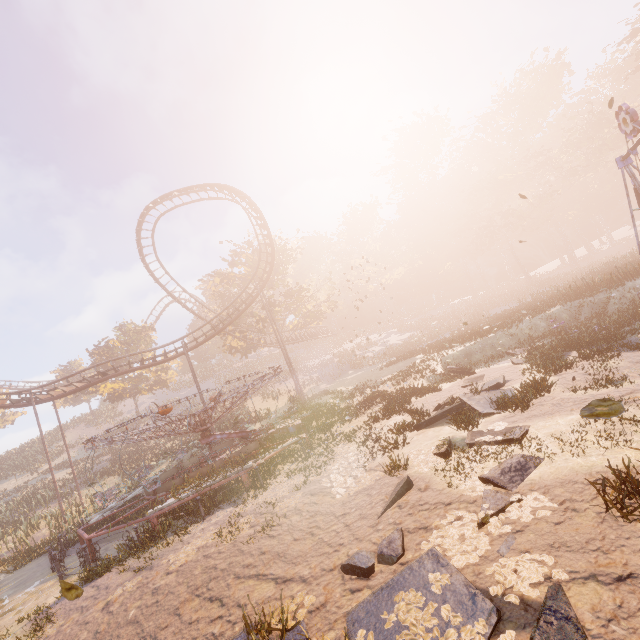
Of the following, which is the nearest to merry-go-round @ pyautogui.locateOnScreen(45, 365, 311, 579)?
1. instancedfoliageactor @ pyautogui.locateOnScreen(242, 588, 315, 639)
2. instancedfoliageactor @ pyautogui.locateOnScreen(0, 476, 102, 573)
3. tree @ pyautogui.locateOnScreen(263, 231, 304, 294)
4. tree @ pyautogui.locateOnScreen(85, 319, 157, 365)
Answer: instancedfoliageactor @ pyautogui.locateOnScreen(242, 588, 315, 639)

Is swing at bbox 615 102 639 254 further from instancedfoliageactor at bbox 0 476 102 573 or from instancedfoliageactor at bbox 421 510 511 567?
instancedfoliageactor at bbox 0 476 102 573

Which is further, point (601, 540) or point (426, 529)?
point (426, 529)

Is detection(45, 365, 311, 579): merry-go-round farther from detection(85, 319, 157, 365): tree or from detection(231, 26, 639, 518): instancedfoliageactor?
detection(85, 319, 157, 365): tree

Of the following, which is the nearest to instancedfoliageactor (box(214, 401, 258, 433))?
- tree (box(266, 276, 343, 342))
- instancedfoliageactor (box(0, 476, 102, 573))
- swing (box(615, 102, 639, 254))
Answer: tree (box(266, 276, 343, 342))

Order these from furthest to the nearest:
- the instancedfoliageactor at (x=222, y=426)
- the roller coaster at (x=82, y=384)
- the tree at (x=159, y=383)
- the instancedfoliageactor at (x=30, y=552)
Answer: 1. the tree at (x=159, y=383)
2. the roller coaster at (x=82, y=384)
3. the instancedfoliageactor at (x=222, y=426)
4. the instancedfoliageactor at (x=30, y=552)

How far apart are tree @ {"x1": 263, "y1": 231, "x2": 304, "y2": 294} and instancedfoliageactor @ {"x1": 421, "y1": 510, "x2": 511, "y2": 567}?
35.4 meters

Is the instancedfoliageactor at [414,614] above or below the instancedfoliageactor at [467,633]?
above
